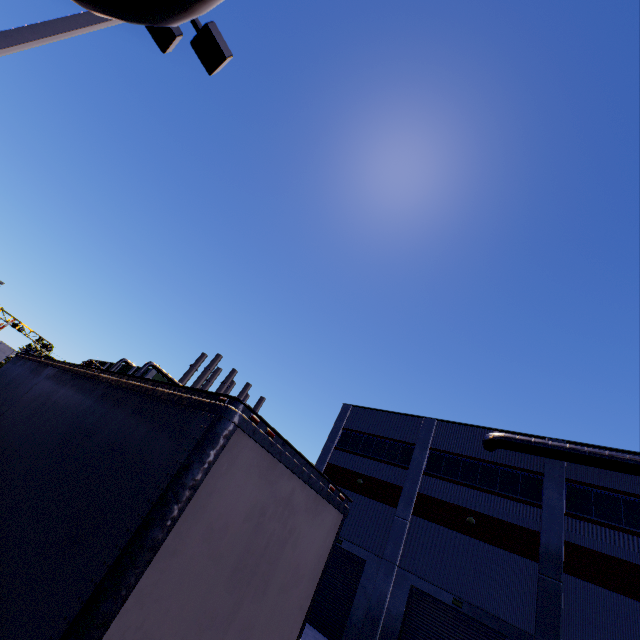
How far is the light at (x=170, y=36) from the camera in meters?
6.8

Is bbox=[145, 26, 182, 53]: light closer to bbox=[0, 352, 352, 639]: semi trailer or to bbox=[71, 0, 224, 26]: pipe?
bbox=[0, 352, 352, 639]: semi trailer

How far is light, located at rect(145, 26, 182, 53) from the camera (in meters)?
6.83

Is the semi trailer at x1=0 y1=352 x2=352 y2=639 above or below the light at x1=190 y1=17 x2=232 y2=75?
below

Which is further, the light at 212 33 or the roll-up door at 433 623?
the roll-up door at 433 623

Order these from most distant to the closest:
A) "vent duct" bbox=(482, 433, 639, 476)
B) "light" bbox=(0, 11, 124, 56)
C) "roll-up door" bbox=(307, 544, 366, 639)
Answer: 1. "roll-up door" bbox=(307, 544, 366, 639)
2. "vent duct" bbox=(482, 433, 639, 476)
3. "light" bbox=(0, 11, 124, 56)

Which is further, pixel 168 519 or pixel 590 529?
pixel 590 529
